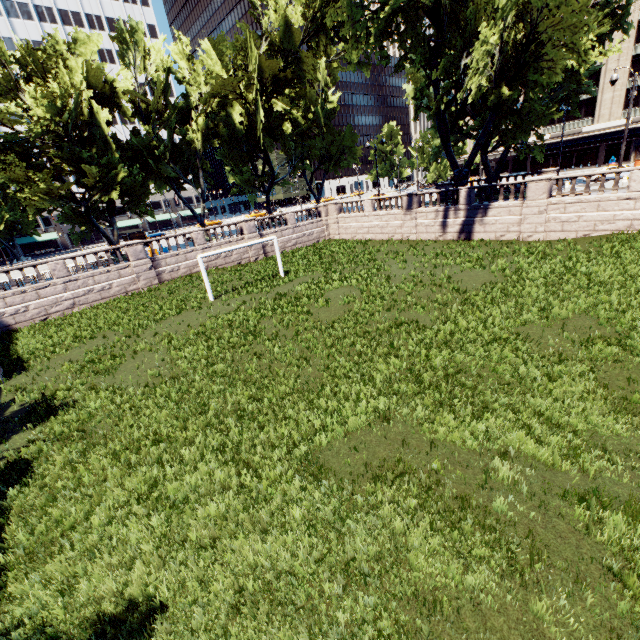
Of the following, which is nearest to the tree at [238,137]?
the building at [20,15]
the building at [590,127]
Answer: the building at [20,15]

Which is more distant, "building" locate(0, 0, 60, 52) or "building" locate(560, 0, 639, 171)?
"building" locate(0, 0, 60, 52)

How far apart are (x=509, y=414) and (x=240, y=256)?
27.16m

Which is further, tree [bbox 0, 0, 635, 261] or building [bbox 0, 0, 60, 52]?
building [bbox 0, 0, 60, 52]

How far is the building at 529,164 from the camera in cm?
5259

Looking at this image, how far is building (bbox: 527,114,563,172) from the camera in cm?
5259

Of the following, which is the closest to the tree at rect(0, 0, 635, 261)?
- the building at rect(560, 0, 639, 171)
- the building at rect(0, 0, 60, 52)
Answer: the building at rect(0, 0, 60, 52)

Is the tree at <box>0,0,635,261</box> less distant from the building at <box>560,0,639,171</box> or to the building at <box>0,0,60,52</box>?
the building at <box>0,0,60,52</box>
